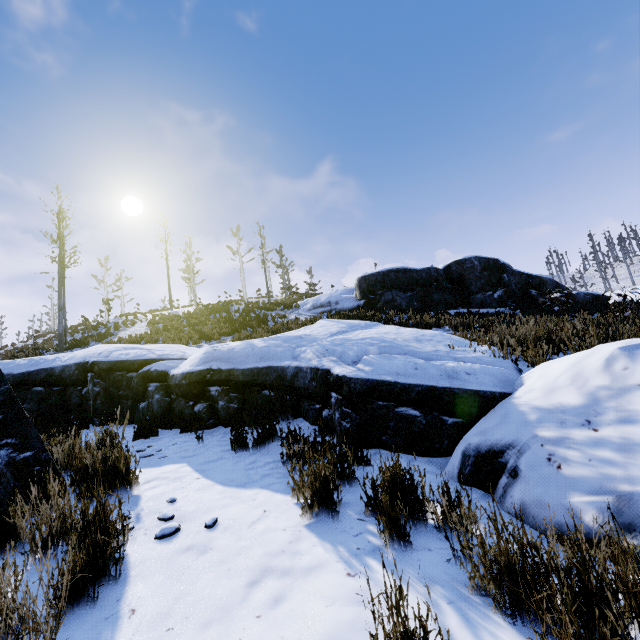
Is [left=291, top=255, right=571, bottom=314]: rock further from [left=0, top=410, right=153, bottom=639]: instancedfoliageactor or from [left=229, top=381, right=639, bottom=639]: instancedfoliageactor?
[left=0, top=410, right=153, bottom=639]: instancedfoliageactor

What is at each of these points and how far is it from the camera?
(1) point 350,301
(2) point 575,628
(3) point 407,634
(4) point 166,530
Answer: (1) rock, 17.94m
(2) instancedfoliageactor, 1.15m
(3) instancedfoliageactor, 1.19m
(4) instancedfoliageactor, 2.36m

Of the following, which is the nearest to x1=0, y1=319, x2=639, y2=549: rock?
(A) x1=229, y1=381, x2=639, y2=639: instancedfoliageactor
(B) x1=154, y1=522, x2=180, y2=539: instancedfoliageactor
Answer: (A) x1=229, y1=381, x2=639, y2=639: instancedfoliageactor

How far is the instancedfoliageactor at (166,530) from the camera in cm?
233

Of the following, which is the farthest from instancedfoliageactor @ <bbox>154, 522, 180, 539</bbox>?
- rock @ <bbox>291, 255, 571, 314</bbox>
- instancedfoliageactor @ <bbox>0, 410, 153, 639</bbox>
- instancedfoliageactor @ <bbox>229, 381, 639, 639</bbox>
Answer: rock @ <bbox>291, 255, 571, 314</bbox>

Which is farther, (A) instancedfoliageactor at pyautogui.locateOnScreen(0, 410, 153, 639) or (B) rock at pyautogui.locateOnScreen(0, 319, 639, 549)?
(B) rock at pyautogui.locateOnScreen(0, 319, 639, 549)

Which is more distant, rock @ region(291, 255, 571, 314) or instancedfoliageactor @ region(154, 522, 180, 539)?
rock @ region(291, 255, 571, 314)

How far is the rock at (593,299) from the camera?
10.78m
